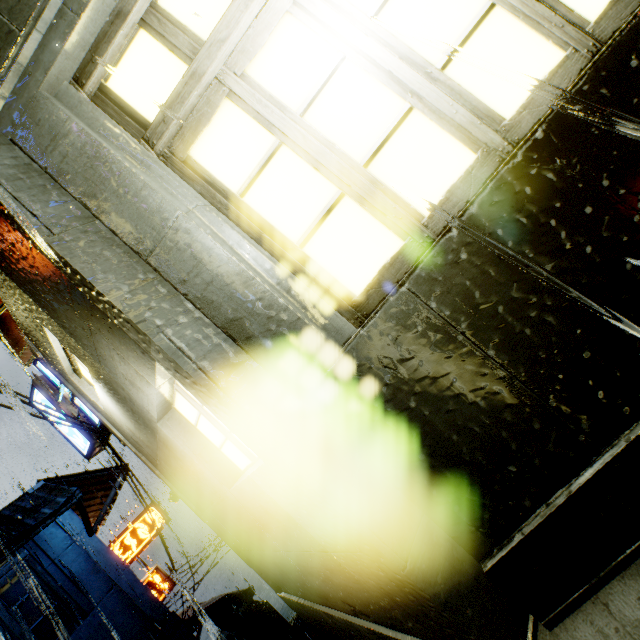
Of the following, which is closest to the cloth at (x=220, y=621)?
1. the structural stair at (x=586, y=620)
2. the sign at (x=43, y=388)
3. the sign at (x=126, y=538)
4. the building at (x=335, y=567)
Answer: the building at (x=335, y=567)

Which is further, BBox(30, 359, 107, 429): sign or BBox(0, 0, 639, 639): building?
BBox(30, 359, 107, 429): sign

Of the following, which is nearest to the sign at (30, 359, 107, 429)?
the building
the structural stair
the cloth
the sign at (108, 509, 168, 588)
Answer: the building

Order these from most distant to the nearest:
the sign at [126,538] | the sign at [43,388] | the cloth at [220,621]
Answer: the sign at [126,538], the cloth at [220,621], the sign at [43,388]

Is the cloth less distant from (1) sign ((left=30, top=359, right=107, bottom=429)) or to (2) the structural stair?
(2) the structural stair

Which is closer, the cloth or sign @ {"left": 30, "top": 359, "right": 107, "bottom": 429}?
sign @ {"left": 30, "top": 359, "right": 107, "bottom": 429}

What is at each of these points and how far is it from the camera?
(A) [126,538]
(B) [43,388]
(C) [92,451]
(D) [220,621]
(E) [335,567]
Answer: (A) sign, 18.5m
(B) sign, 10.0m
(C) sign, 10.1m
(D) cloth, 17.6m
(E) building, 2.0m
